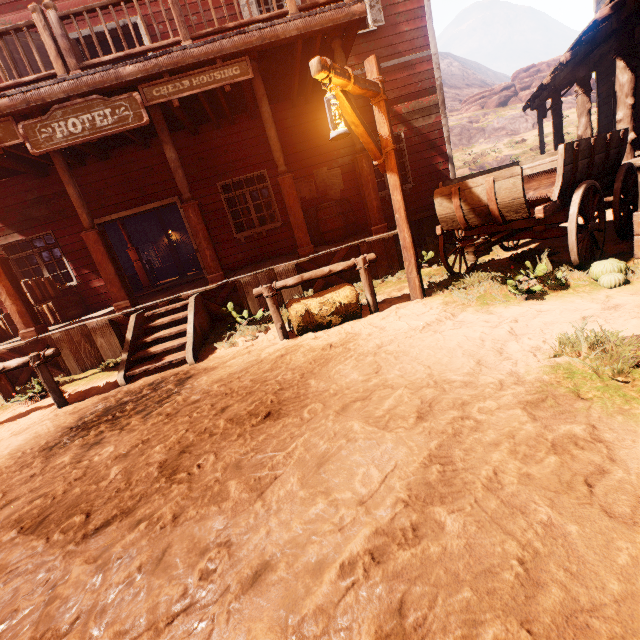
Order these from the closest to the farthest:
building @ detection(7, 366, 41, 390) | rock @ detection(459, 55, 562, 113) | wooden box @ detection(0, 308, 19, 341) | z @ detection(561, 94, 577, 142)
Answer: building @ detection(7, 366, 41, 390)
wooden box @ detection(0, 308, 19, 341)
z @ detection(561, 94, 577, 142)
rock @ detection(459, 55, 562, 113)

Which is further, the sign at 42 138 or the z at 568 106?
the z at 568 106

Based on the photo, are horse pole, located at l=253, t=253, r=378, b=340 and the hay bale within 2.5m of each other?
yes

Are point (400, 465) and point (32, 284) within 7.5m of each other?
no

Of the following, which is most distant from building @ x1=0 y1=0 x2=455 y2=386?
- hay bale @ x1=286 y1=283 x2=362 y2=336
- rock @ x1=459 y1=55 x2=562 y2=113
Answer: rock @ x1=459 y1=55 x2=562 y2=113

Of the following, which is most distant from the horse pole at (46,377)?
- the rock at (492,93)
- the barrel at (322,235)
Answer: the rock at (492,93)

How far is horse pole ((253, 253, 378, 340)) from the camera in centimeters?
489cm

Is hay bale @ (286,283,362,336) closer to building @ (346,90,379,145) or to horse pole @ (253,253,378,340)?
horse pole @ (253,253,378,340)
